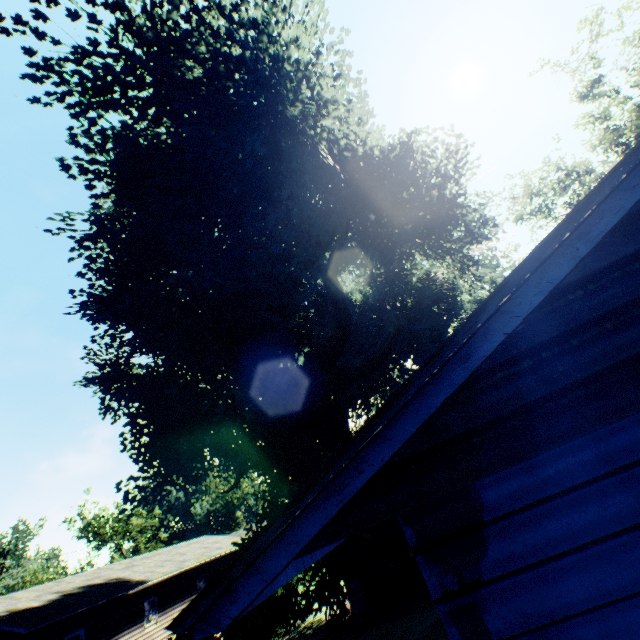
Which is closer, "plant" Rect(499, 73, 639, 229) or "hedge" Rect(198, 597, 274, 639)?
"hedge" Rect(198, 597, 274, 639)

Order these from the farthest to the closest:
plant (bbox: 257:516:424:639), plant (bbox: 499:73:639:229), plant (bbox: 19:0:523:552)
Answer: plant (bbox: 499:73:639:229)
plant (bbox: 257:516:424:639)
plant (bbox: 19:0:523:552)

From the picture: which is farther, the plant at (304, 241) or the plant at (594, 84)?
the plant at (594, 84)

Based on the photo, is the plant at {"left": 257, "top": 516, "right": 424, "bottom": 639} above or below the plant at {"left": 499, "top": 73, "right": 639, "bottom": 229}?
below

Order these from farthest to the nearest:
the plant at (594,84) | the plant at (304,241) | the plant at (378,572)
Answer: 1. the plant at (594,84)
2. the plant at (378,572)
3. the plant at (304,241)

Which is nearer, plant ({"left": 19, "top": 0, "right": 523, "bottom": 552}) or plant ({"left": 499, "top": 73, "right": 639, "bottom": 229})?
plant ({"left": 19, "top": 0, "right": 523, "bottom": 552})

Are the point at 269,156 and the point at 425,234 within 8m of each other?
yes
